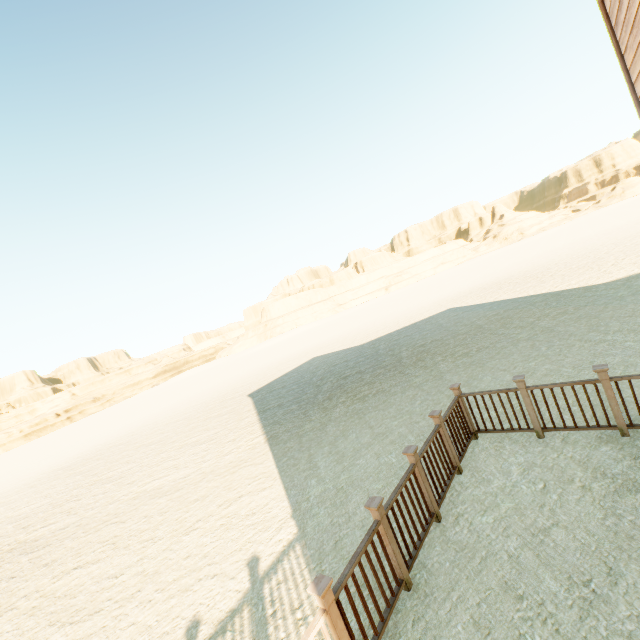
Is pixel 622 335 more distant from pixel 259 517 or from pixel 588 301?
pixel 259 517

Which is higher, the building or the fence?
the building

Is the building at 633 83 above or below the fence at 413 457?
above
